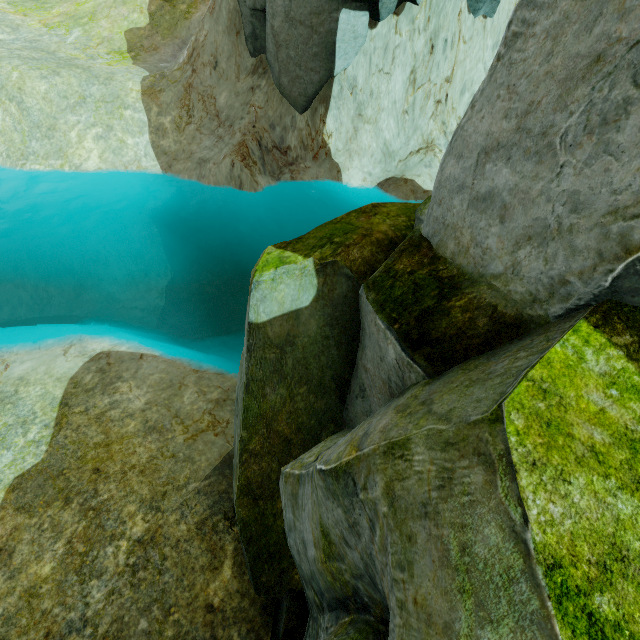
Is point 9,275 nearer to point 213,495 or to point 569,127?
point 213,495

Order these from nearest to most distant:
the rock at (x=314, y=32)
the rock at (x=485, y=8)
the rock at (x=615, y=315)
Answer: the rock at (x=615, y=315), the rock at (x=314, y=32), the rock at (x=485, y=8)

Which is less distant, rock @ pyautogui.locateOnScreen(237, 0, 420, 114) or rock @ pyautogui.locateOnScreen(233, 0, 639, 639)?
rock @ pyautogui.locateOnScreen(233, 0, 639, 639)

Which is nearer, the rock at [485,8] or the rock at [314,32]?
the rock at [314,32]

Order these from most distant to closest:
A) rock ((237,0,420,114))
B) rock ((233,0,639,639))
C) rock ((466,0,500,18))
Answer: rock ((466,0,500,18)) → rock ((237,0,420,114)) → rock ((233,0,639,639))

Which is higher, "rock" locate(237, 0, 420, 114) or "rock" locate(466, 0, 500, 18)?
"rock" locate(466, 0, 500, 18)
